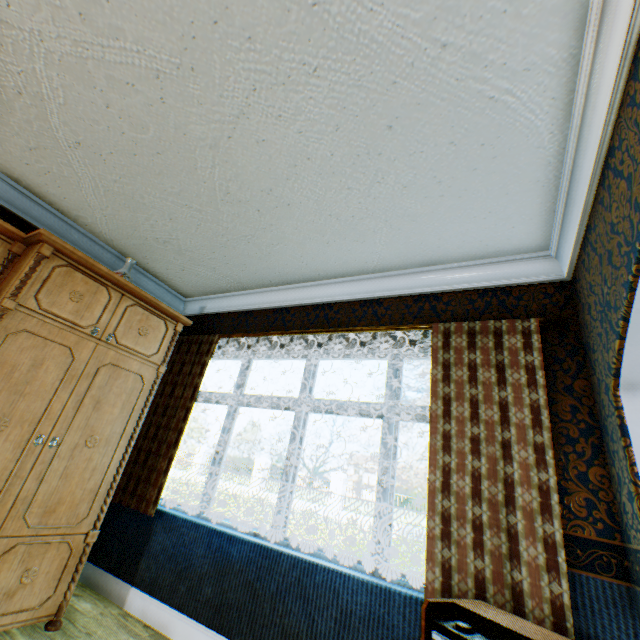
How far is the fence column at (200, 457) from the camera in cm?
2303

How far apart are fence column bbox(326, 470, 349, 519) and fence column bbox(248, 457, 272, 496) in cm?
472

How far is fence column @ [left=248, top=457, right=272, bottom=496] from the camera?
20.38m

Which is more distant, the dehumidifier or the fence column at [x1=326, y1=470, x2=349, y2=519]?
the fence column at [x1=326, y1=470, x2=349, y2=519]

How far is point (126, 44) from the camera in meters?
1.7 m

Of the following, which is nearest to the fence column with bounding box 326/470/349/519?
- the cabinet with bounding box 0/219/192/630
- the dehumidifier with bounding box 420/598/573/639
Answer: the cabinet with bounding box 0/219/192/630

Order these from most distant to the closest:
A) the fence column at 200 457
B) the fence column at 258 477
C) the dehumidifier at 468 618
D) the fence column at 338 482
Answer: the fence column at 200 457
the fence column at 258 477
the fence column at 338 482
the dehumidifier at 468 618

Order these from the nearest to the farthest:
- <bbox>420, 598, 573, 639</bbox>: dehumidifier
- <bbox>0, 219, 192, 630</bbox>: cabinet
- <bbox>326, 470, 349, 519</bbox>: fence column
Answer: <bbox>420, 598, 573, 639</bbox>: dehumidifier < <bbox>0, 219, 192, 630</bbox>: cabinet < <bbox>326, 470, 349, 519</bbox>: fence column
